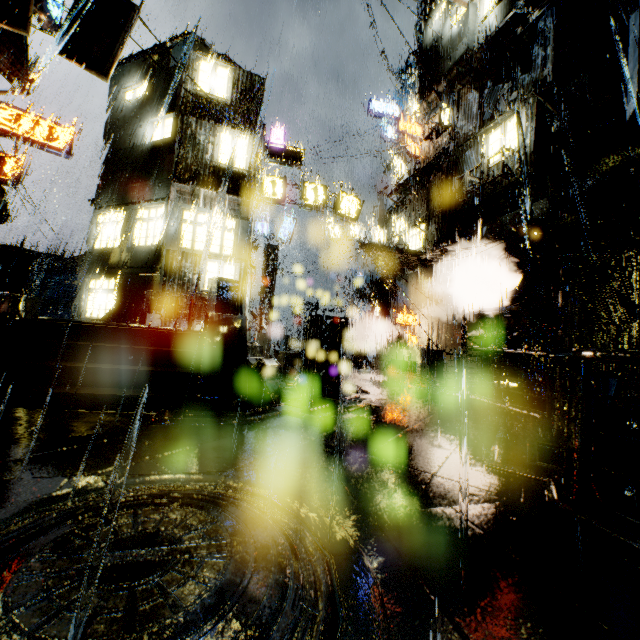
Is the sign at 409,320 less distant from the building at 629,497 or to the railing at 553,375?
the building at 629,497

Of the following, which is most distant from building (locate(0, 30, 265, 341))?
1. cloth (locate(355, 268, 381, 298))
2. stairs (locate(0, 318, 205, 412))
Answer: stairs (locate(0, 318, 205, 412))

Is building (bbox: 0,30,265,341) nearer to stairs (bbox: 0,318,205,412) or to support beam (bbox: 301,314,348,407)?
support beam (bbox: 301,314,348,407)

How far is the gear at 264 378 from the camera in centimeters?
765cm

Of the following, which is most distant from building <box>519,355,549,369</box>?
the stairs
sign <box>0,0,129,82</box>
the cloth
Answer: the stairs

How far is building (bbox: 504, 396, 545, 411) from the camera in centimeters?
1051cm

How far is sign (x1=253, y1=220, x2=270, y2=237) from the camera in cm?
2597

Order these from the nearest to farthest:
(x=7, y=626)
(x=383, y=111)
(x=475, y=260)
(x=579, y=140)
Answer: (x=7, y=626)
(x=579, y=140)
(x=475, y=260)
(x=383, y=111)
